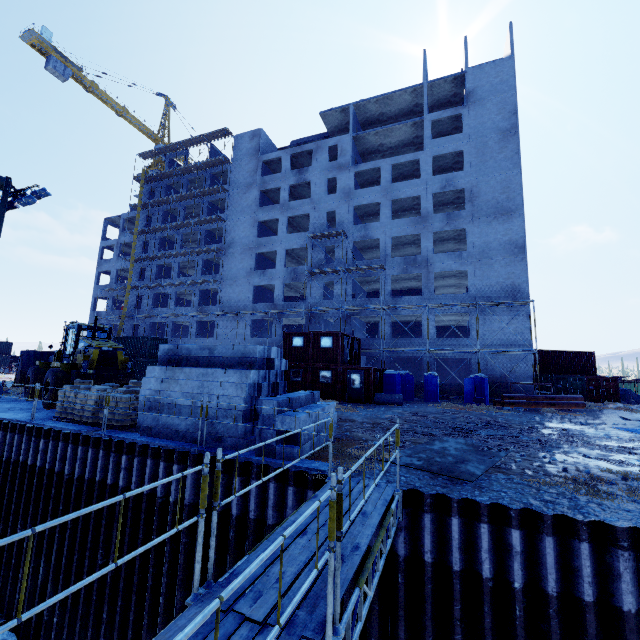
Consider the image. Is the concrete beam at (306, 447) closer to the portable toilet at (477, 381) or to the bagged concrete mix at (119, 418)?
the bagged concrete mix at (119, 418)

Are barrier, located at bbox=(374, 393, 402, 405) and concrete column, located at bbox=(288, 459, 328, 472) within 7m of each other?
no

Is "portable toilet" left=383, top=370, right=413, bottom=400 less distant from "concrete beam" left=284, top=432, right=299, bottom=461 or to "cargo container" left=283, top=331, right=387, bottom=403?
"cargo container" left=283, top=331, right=387, bottom=403

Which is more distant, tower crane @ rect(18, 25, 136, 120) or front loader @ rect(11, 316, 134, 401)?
tower crane @ rect(18, 25, 136, 120)

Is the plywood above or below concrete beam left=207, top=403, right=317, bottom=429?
below

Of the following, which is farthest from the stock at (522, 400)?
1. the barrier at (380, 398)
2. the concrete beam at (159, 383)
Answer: the concrete beam at (159, 383)

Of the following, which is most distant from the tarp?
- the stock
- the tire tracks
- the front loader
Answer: the front loader

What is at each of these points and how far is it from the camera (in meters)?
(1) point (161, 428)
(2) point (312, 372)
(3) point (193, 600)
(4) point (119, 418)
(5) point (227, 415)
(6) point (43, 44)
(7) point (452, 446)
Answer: (1) concrete beam, 9.96
(2) cargo container, 24.62
(3) scaffolding, 3.24
(4) bagged concrete mix, 11.19
(5) concrete beam, 9.16
(6) tower crane, 46.22
(7) plywood, 10.42
